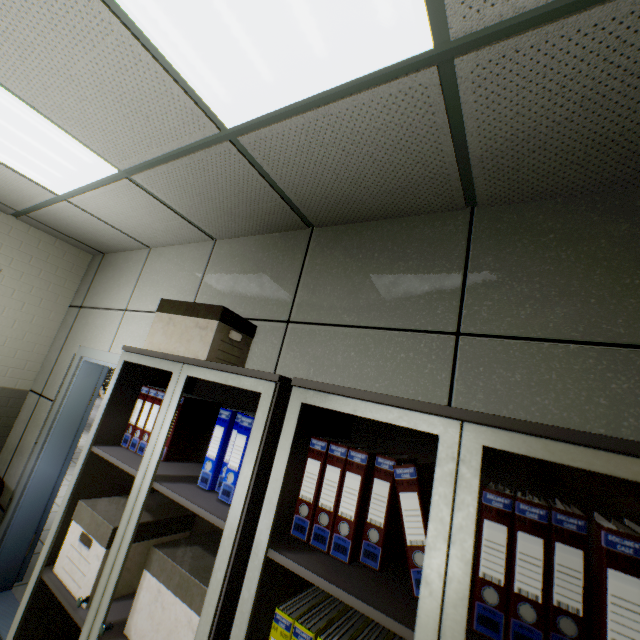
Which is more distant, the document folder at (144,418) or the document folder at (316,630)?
the document folder at (144,418)

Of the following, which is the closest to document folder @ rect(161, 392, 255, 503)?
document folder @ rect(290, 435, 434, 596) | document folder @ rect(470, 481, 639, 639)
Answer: document folder @ rect(290, 435, 434, 596)

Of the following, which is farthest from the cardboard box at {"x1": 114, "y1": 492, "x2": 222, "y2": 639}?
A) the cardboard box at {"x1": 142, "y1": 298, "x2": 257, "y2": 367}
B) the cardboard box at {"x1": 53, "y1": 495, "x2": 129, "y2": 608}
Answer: the cardboard box at {"x1": 142, "y1": 298, "x2": 257, "y2": 367}

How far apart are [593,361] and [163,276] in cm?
310

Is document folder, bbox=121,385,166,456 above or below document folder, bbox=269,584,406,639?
above

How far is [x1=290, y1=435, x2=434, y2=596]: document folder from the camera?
0.9 meters

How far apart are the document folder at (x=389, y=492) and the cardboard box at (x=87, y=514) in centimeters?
85cm

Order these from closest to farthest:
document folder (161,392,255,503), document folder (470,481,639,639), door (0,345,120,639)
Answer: document folder (470,481,639,639) < document folder (161,392,255,503) < door (0,345,120,639)
